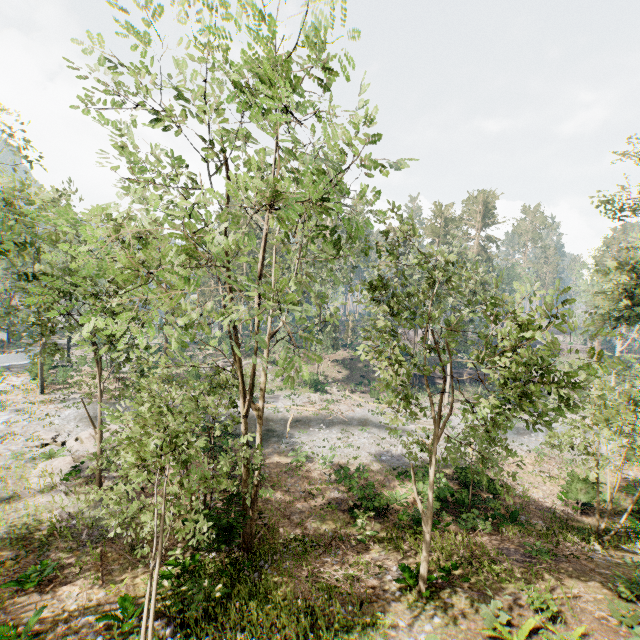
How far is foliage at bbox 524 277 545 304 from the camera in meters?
7.0

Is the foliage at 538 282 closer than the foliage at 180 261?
No

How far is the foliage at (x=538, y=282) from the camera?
6.96m

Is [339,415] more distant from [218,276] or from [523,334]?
[523,334]

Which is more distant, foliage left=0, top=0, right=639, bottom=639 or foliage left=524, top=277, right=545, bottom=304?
foliage left=524, top=277, right=545, bottom=304
